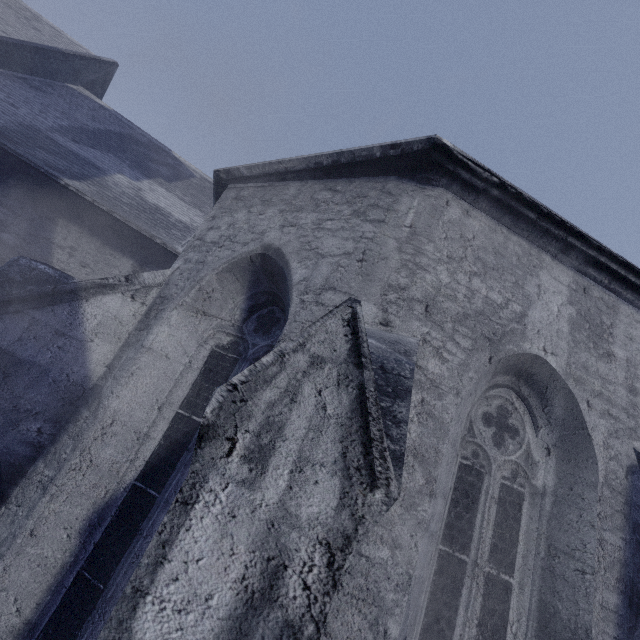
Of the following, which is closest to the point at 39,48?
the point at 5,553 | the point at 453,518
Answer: the point at 5,553
